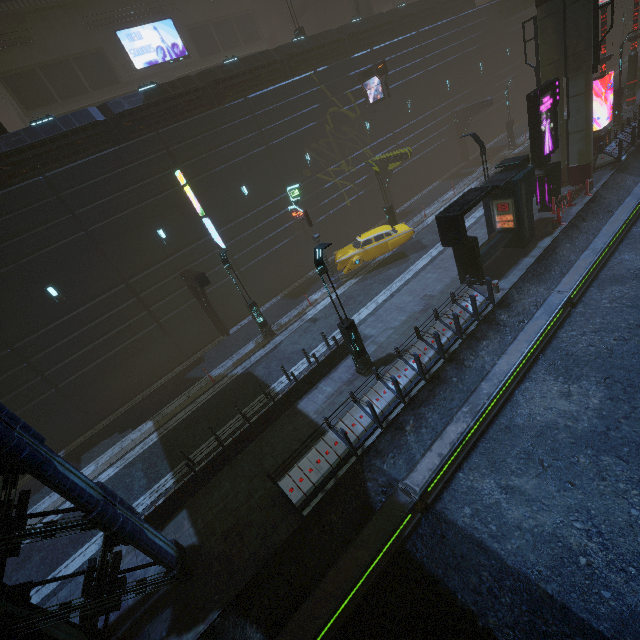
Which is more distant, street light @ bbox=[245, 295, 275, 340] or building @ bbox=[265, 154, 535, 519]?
street light @ bbox=[245, 295, 275, 340]

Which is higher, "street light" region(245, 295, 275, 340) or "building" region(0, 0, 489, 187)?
"building" region(0, 0, 489, 187)

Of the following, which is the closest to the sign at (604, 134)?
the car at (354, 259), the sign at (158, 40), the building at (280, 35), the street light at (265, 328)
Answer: the building at (280, 35)

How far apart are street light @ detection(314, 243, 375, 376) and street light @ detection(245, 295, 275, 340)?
6.67m

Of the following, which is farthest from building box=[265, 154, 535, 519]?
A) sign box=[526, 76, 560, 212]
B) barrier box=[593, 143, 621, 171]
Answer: sign box=[526, 76, 560, 212]

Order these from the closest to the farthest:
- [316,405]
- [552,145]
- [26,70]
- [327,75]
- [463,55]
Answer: [316,405] → [552,145] → [327,75] → [26,70] → [463,55]

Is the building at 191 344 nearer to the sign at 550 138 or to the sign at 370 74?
the sign at 370 74

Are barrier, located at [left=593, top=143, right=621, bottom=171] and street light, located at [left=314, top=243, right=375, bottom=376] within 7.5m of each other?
no
